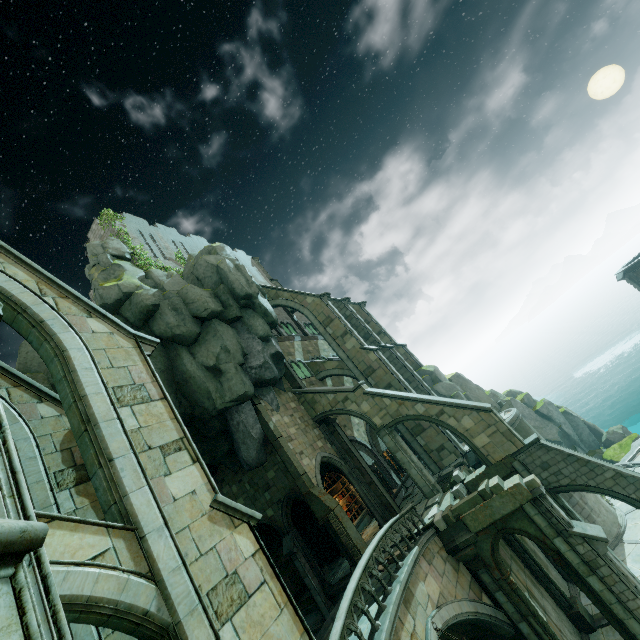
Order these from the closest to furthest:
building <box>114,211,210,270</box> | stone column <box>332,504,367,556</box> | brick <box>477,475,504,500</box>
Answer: brick <box>477,475,504,500</box>, stone column <box>332,504,367,556</box>, building <box>114,211,210,270</box>

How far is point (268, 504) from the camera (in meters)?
19.05

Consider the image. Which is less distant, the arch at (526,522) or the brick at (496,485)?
the arch at (526,522)

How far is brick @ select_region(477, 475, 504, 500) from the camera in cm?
1327

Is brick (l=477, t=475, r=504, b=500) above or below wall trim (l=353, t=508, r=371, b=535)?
below

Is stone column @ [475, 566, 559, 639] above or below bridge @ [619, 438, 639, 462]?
above

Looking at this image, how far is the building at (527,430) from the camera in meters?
21.1 m

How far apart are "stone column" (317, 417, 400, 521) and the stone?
3.3 meters
